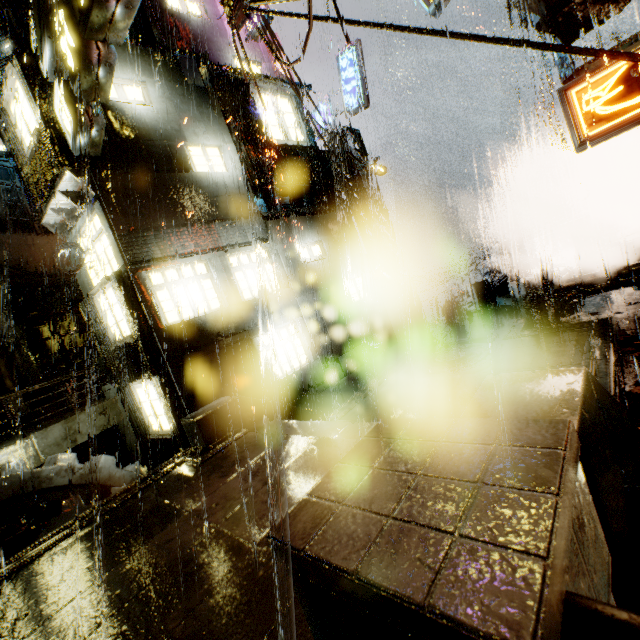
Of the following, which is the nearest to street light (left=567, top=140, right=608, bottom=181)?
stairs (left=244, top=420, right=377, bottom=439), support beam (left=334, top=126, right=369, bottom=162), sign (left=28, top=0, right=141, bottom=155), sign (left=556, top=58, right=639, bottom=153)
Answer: support beam (left=334, top=126, right=369, bottom=162)

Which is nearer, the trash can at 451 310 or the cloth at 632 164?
the cloth at 632 164

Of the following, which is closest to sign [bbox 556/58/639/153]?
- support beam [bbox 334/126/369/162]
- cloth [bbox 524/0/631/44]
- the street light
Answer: cloth [bbox 524/0/631/44]

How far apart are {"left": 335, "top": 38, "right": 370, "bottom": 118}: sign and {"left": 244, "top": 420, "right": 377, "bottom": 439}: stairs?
12.8 meters

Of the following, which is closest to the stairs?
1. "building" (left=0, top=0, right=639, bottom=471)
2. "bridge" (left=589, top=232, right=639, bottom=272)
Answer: "building" (left=0, top=0, right=639, bottom=471)

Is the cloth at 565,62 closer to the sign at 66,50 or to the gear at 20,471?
the sign at 66,50

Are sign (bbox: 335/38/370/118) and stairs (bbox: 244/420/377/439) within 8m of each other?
no

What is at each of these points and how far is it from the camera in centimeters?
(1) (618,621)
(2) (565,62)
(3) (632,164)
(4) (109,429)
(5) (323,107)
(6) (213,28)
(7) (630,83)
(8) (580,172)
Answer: (1) railing, 67cm
(2) cloth, 859cm
(3) cloth, 1028cm
(4) structural stair, 1755cm
(5) sign, 1479cm
(6) building, 1492cm
(7) sign, 371cm
(8) street light, 2217cm
